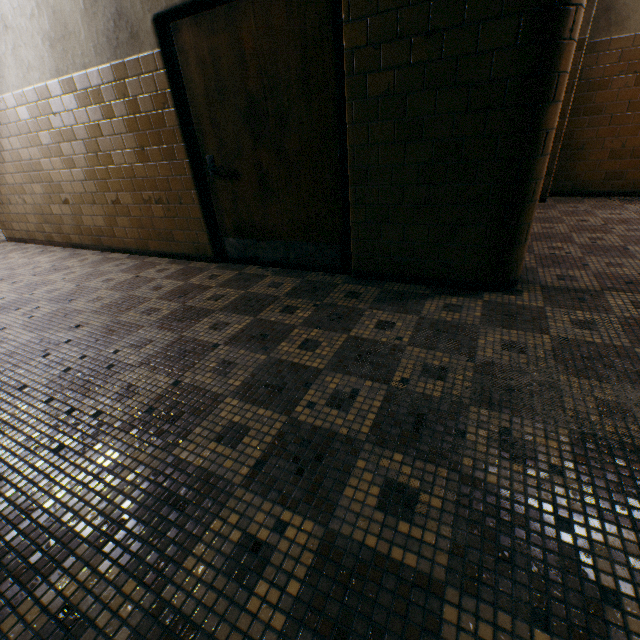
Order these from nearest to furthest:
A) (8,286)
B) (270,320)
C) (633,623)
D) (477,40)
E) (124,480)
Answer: (633,623)
(124,480)
(477,40)
(270,320)
(8,286)
